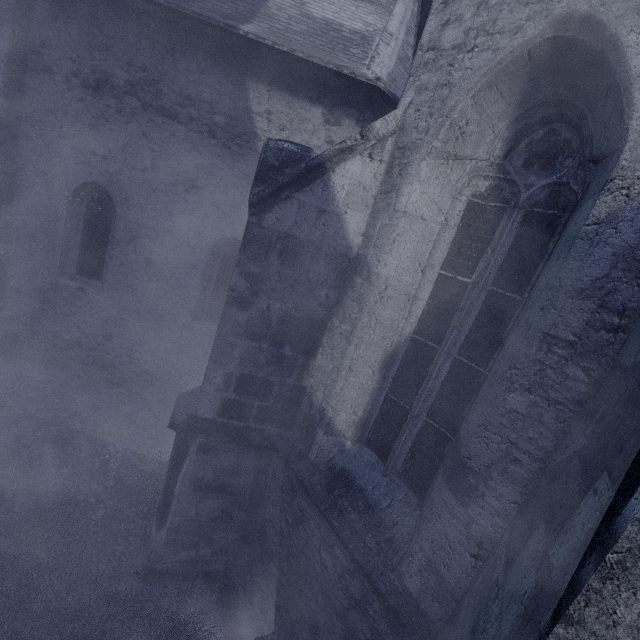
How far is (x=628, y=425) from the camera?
1.2 meters
